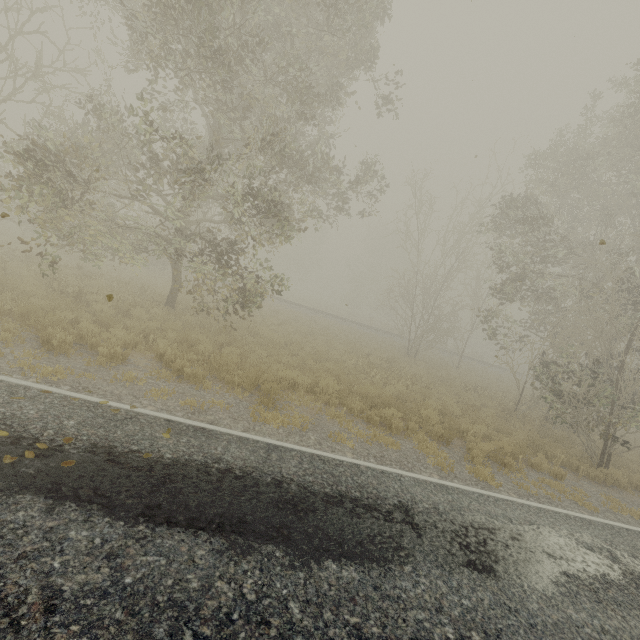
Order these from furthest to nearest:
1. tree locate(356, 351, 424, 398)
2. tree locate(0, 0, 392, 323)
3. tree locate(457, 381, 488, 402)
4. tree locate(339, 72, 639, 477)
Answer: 1. tree locate(457, 381, 488, 402)
2. tree locate(356, 351, 424, 398)
3. tree locate(339, 72, 639, 477)
4. tree locate(0, 0, 392, 323)

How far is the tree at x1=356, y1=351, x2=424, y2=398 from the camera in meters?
12.6

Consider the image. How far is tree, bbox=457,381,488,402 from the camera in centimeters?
1569cm

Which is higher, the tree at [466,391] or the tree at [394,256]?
the tree at [394,256]

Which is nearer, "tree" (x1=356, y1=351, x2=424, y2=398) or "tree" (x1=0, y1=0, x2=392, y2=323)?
"tree" (x1=0, y1=0, x2=392, y2=323)

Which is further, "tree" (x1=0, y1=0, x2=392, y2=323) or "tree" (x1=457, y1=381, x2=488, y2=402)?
"tree" (x1=457, y1=381, x2=488, y2=402)

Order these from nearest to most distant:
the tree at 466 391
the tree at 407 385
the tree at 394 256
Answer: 1. the tree at 394 256
2. the tree at 407 385
3. the tree at 466 391

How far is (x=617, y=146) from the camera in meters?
13.0
